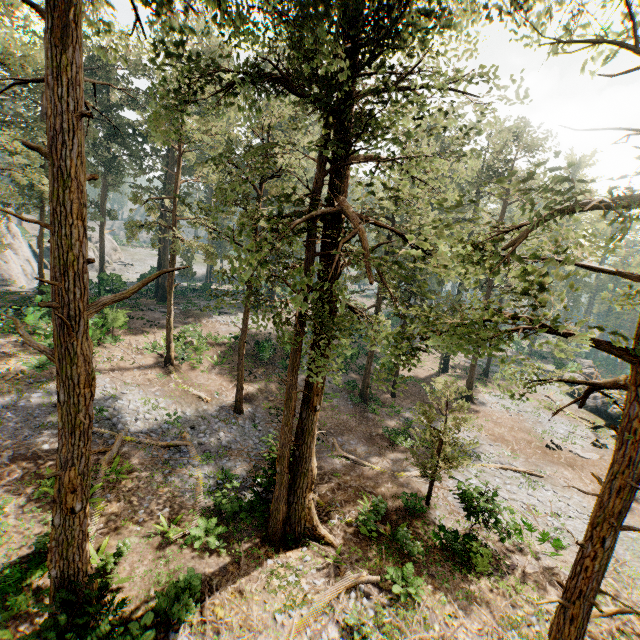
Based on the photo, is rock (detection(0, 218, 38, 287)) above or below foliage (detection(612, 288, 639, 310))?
below

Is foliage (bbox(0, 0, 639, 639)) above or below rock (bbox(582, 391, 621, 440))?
above

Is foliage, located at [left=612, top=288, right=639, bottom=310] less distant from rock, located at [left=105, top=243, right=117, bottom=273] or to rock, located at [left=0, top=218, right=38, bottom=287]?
rock, located at [left=0, top=218, right=38, bottom=287]

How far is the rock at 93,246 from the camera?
53.25m

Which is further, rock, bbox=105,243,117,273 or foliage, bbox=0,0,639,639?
rock, bbox=105,243,117,273

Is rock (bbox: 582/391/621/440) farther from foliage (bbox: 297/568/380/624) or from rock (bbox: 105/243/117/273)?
rock (bbox: 105/243/117/273)

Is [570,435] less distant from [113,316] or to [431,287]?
[431,287]

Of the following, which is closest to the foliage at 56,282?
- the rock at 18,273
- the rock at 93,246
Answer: the rock at 18,273
